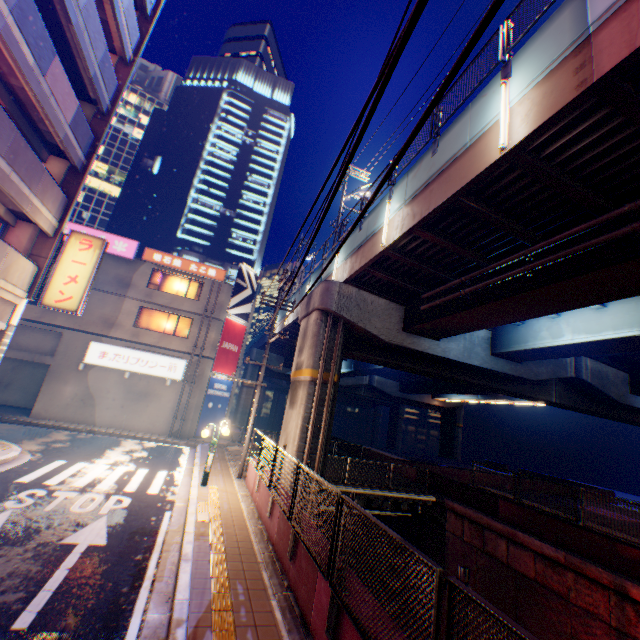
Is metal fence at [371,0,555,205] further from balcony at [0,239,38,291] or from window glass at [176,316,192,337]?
window glass at [176,316,192,337]

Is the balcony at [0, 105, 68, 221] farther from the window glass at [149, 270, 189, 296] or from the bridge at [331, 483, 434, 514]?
the bridge at [331, 483, 434, 514]

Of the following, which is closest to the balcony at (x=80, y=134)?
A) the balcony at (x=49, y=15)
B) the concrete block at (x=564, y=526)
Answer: the balcony at (x=49, y=15)

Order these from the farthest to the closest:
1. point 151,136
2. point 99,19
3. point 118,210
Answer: point 151,136
point 118,210
point 99,19

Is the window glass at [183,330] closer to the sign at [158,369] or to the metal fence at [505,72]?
the sign at [158,369]

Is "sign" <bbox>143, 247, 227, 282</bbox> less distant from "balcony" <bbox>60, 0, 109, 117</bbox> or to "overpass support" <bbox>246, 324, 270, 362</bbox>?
"overpass support" <bbox>246, 324, 270, 362</bbox>

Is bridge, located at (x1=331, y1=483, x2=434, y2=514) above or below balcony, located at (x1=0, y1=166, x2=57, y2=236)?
below

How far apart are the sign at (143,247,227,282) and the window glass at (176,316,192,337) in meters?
3.2 m
